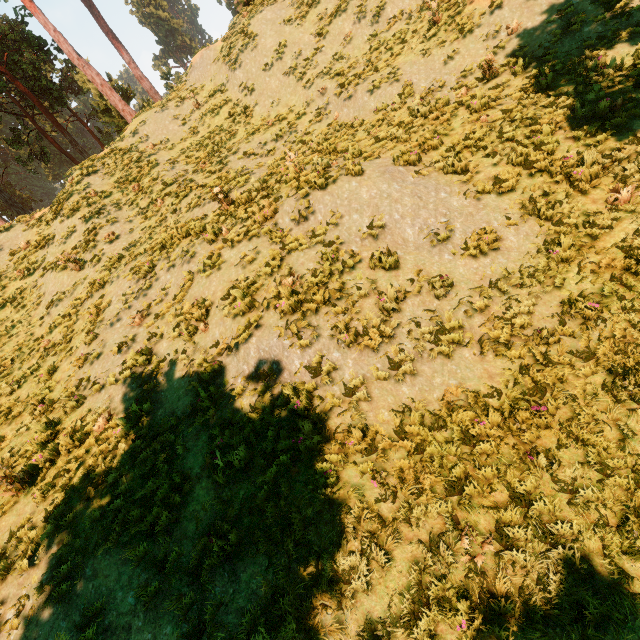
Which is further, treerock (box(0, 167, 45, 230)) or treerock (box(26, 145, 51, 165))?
treerock (box(26, 145, 51, 165))

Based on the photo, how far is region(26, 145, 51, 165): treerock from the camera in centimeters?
3256cm

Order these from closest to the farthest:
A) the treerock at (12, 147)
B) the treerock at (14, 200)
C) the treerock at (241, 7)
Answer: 1. the treerock at (14, 200)
2. the treerock at (241, 7)
3. the treerock at (12, 147)

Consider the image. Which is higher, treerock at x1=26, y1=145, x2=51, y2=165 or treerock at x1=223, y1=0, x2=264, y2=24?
treerock at x1=26, y1=145, x2=51, y2=165

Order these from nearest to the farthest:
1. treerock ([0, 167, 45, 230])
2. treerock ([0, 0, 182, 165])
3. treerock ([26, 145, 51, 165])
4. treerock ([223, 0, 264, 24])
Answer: treerock ([0, 167, 45, 230]) < treerock ([223, 0, 264, 24]) < treerock ([0, 0, 182, 165]) < treerock ([26, 145, 51, 165])

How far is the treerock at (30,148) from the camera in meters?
32.6 m

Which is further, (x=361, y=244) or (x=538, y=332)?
(x=361, y=244)
